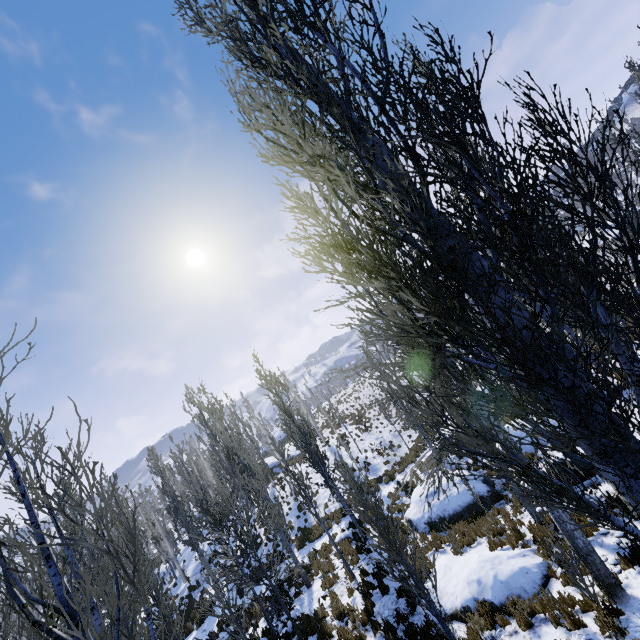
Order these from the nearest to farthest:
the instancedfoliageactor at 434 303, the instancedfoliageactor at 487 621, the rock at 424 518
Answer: the instancedfoliageactor at 434 303 < the instancedfoliageactor at 487 621 < the rock at 424 518

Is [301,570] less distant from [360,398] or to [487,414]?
[487,414]

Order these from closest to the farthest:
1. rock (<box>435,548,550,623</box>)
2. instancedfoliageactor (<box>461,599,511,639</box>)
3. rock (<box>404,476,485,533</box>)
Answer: instancedfoliageactor (<box>461,599,511,639</box>)
rock (<box>435,548,550,623</box>)
rock (<box>404,476,485,533</box>)

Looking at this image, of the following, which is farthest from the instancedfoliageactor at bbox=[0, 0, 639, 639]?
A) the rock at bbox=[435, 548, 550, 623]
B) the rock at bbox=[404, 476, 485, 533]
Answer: the rock at bbox=[404, 476, 485, 533]

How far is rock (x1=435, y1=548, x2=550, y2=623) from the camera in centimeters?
740cm

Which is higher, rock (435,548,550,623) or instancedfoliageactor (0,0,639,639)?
instancedfoliageactor (0,0,639,639)

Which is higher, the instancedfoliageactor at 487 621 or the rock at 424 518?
the instancedfoliageactor at 487 621
